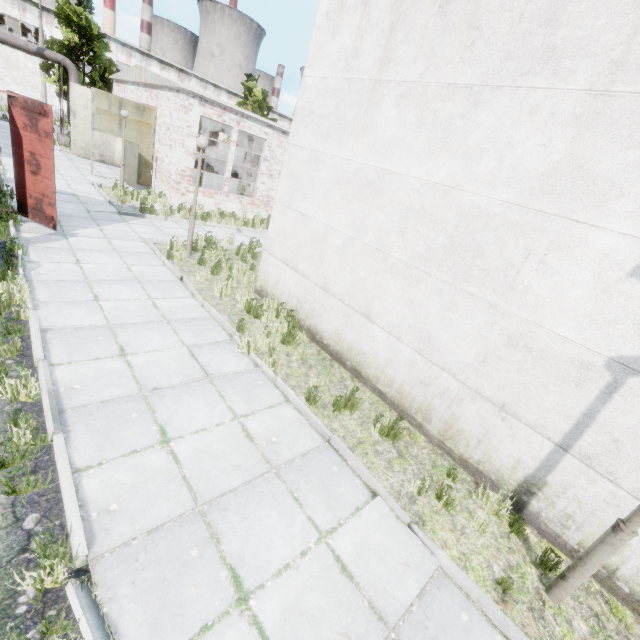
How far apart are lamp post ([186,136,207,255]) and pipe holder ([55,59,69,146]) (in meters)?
21.07

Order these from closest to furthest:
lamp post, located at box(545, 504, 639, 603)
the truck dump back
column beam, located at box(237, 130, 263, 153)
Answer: lamp post, located at box(545, 504, 639, 603) < the truck dump back < column beam, located at box(237, 130, 263, 153)

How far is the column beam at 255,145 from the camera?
19.7m

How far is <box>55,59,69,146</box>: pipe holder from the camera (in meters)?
21.31

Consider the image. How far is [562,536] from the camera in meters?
4.3 m

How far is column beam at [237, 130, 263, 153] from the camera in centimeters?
1967cm

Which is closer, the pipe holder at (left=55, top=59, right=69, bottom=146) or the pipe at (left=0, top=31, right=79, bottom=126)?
the pipe at (left=0, top=31, right=79, bottom=126)

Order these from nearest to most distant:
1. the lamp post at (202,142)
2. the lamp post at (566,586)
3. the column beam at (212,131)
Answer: the lamp post at (566,586) → the lamp post at (202,142) → the column beam at (212,131)
